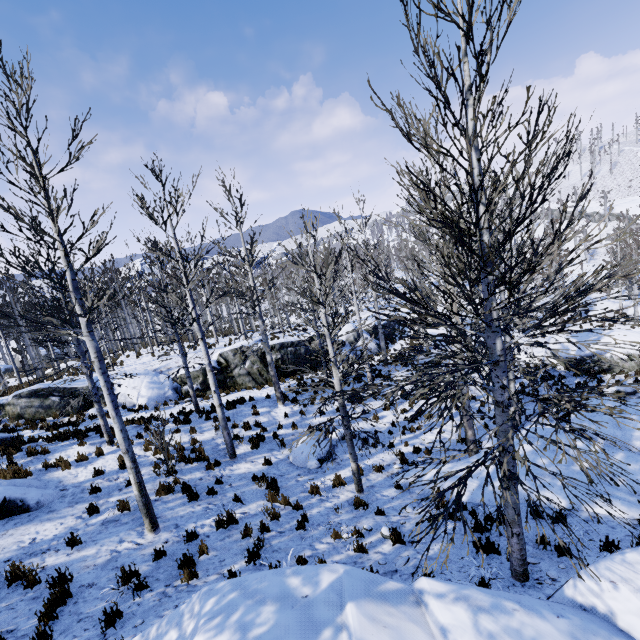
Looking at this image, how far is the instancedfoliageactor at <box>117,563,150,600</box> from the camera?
5.5m

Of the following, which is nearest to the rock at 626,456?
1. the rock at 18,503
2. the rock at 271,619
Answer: the rock at 271,619

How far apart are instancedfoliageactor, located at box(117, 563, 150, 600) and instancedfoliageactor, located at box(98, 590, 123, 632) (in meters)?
0.56

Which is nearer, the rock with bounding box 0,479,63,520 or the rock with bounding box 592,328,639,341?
the rock with bounding box 0,479,63,520

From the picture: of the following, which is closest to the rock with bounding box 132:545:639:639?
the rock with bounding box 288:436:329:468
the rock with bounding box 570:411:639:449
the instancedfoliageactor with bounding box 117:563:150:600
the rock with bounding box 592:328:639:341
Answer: the instancedfoliageactor with bounding box 117:563:150:600

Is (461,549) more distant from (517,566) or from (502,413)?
(502,413)

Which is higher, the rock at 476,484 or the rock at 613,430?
the rock at 476,484

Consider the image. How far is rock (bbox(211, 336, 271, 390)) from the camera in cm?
1966
